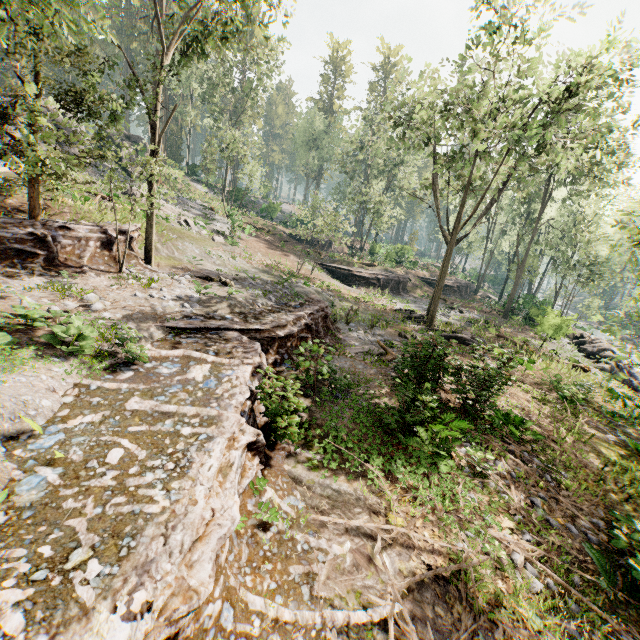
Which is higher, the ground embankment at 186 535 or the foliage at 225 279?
the foliage at 225 279

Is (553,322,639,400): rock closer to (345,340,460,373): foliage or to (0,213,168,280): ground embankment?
(345,340,460,373): foliage

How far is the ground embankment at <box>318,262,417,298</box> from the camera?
33.9m

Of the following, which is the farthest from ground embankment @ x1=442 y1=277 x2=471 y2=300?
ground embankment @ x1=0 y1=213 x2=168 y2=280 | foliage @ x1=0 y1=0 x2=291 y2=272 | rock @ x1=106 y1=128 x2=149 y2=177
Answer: rock @ x1=106 y1=128 x2=149 y2=177

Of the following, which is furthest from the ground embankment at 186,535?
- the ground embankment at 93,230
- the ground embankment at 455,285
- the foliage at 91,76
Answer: the ground embankment at 455,285

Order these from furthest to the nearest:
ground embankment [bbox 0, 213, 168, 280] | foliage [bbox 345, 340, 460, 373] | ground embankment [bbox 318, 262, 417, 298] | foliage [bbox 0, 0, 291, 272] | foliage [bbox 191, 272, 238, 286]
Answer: ground embankment [bbox 318, 262, 417, 298] → foliage [bbox 191, 272, 238, 286] → ground embankment [bbox 0, 213, 168, 280] → foliage [bbox 345, 340, 460, 373] → foliage [bbox 0, 0, 291, 272]

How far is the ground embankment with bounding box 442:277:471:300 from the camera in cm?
4072

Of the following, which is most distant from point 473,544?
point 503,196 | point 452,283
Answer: point 503,196
